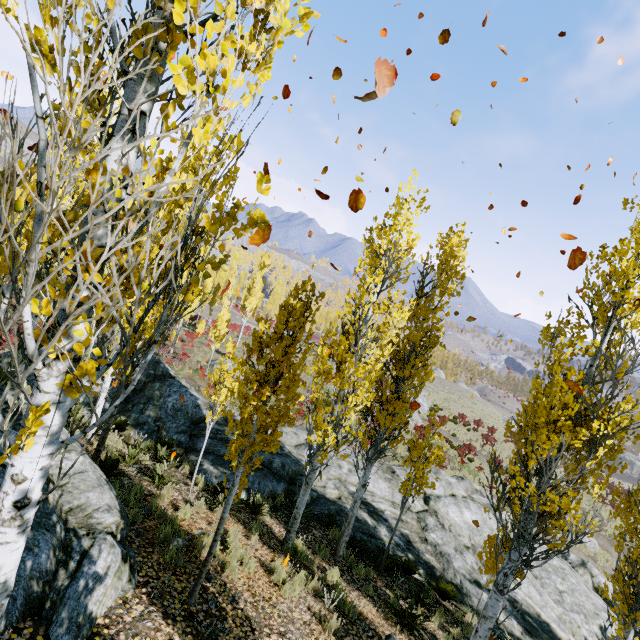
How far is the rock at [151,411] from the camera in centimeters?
1178cm

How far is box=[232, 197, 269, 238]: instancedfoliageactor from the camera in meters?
2.1

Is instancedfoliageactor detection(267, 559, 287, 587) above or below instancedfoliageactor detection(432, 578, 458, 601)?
Answer: above

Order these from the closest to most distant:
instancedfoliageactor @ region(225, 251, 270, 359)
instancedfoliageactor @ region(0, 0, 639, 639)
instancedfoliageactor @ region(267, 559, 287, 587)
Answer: instancedfoliageactor @ region(0, 0, 639, 639)
instancedfoliageactor @ region(267, 559, 287, 587)
instancedfoliageactor @ region(225, 251, 270, 359)

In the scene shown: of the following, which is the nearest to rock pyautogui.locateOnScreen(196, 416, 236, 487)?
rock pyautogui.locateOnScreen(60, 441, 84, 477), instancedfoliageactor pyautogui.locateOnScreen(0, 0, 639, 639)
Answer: instancedfoliageactor pyautogui.locateOnScreen(0, 0, 639, 639)

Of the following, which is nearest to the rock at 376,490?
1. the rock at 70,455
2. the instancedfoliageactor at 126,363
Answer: the instancedfoliageactor at 126,363

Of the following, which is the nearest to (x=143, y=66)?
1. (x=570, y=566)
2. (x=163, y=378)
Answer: (x=163, y=378)
